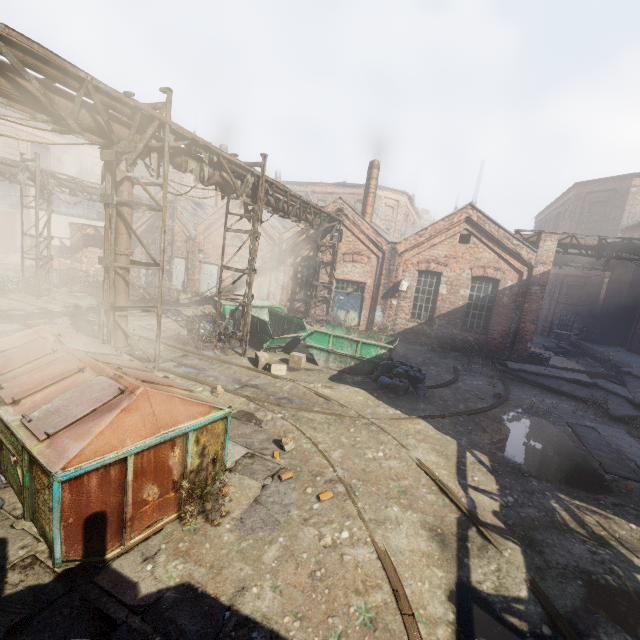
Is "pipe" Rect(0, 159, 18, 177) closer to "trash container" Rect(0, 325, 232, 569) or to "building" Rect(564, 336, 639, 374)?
"trash container" Rect(0, 325, 232, 569)

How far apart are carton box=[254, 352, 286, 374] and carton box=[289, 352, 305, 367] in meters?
0.7 m

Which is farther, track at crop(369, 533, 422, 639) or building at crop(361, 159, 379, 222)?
building at crop(361, 159, 379, 222)

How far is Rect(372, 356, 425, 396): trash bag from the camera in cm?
1014

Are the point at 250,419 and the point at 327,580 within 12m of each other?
yes

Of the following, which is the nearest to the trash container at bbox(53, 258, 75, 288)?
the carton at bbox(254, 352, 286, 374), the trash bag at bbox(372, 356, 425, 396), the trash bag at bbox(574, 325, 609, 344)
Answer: the carton at bbox(254, 352, 286, 374)

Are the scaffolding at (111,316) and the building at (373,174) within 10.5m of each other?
no

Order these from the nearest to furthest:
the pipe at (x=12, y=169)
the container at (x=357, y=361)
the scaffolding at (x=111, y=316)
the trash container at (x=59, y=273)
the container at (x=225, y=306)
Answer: the scaffolding at (x=111, y=316), the container at (x=357, y=361), the pipe at (x=12, y=169), the container at (x=225, y=306), the trash container at (x=59, y=273)
